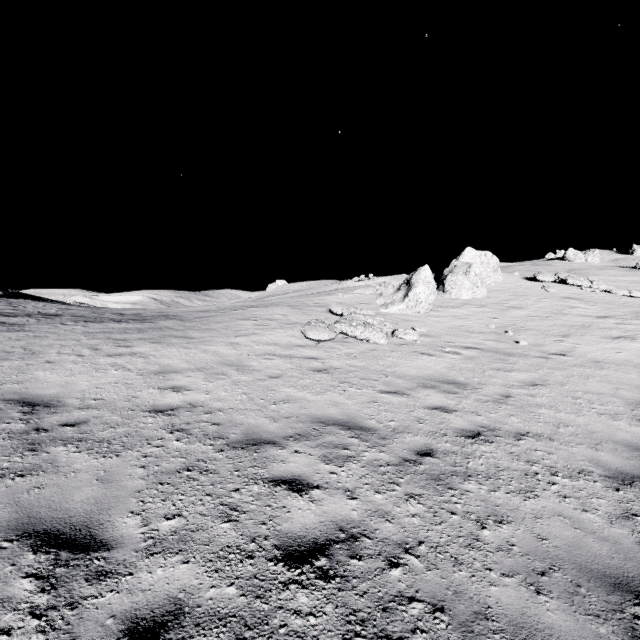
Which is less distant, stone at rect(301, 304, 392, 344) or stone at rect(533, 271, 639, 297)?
stone at rect(301, 304, 392, 344)

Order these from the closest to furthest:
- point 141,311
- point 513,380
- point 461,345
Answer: point 513,380 < point 461,345 < point 141,311

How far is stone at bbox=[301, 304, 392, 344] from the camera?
11.4 meters

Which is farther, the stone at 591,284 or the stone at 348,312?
the stone at 591,284

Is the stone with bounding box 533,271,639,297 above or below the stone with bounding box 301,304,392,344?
above

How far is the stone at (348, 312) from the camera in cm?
1141
